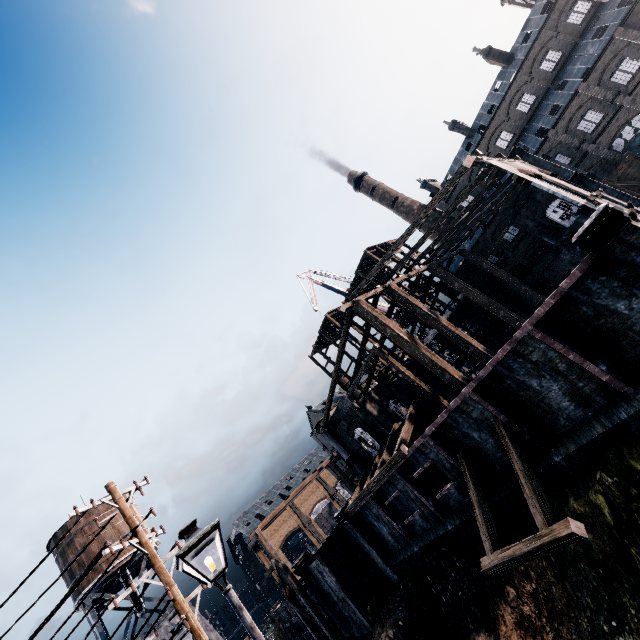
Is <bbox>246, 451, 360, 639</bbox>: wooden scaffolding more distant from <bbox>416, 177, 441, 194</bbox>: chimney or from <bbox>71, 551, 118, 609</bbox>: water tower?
<bbox>416, 177, 441, 194</bbox>: chimney

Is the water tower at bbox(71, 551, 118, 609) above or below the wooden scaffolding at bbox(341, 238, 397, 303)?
below

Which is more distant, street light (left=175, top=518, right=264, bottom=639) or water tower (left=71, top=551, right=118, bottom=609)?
water tower (left=71, top=551, right=118, bottom=609)

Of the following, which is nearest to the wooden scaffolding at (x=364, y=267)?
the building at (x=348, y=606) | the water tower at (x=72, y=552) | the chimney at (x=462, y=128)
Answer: the building at (x=348, y=606)

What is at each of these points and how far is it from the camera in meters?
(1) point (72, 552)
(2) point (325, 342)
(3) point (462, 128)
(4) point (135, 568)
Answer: (1) water tower, 31.0 m
(2) wooden scaffolding, 49.5 m
(3) chimney, 49.7 m
(4) water tower, 35.1 m

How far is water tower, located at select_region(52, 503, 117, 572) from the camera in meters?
31.0 m

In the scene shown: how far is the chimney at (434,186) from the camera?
55.1 meters

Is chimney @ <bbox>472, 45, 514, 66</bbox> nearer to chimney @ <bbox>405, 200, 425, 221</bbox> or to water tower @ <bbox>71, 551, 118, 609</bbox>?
chimney @ <bbox>405, 200, 425, 221</bbox>
